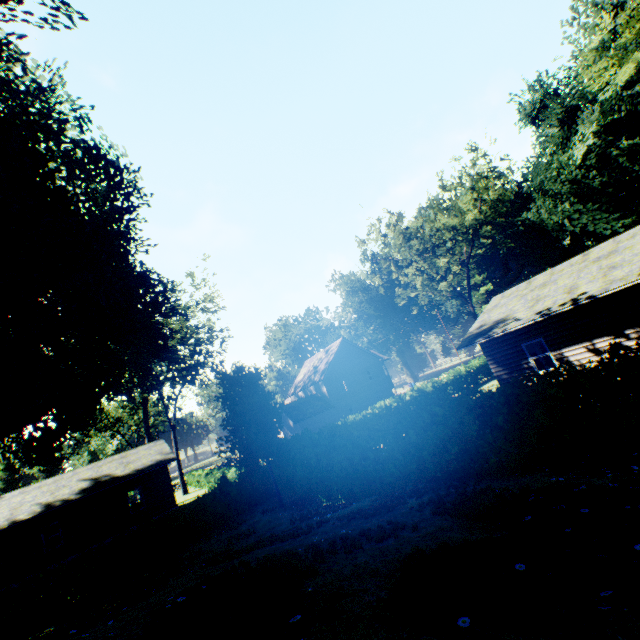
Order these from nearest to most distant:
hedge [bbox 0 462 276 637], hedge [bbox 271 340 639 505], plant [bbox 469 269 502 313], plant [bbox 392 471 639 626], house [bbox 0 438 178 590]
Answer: plant [bbox 392 471 639 626] < hedge [bbox 271 340 639 505] < hedge [bbox 0 462 276 637] < house [bbox 0 438 178 590] < plant [bbox 469 269 502 313]

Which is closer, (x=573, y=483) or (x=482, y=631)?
(x=482, y=631)

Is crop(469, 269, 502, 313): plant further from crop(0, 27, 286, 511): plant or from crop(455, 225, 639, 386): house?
crop(0, 27, 286, 511): plant

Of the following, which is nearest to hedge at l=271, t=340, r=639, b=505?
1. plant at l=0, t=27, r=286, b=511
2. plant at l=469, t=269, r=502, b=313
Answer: plant at l=0, t=27, r=286, b=511

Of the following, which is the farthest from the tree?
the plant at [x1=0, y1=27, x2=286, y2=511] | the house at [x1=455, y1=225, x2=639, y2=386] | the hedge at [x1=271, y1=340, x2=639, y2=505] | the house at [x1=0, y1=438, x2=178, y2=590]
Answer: the house at [x1=0, y1=438, x2=178, y2=590]

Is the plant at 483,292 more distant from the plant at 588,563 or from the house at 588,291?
the plant at 588,563

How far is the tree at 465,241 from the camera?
29.94m

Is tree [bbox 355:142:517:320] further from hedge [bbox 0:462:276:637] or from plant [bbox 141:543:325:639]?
plant [bbox 141:543:325:639]
